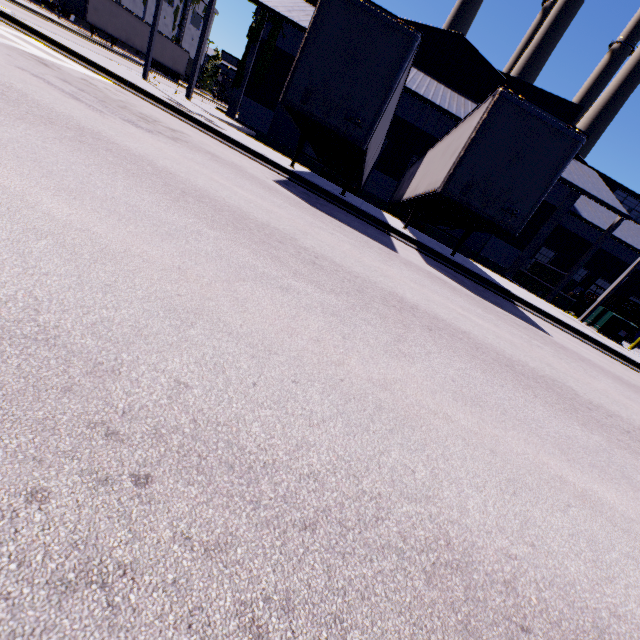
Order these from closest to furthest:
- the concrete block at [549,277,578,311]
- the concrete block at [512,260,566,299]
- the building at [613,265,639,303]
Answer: the concrete block at [549,277,578,311], the concrete block at [512,260,566,299], the building at [613,265,639,303]

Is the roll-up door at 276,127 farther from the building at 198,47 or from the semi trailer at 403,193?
the semi trailer at 403,193

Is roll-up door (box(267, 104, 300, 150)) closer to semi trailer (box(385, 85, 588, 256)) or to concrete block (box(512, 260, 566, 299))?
semi trailer (box(385, 85, 588, 256))

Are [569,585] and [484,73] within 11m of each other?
no

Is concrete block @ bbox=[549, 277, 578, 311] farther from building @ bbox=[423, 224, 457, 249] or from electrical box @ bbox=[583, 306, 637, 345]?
electrical box @ bbox=[583, 306, 637, 345]

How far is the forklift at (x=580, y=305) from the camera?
19.66m

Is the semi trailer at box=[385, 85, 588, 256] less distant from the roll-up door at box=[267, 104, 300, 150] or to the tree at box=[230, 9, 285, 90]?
the tree at box=[230, 9, 285, 90]

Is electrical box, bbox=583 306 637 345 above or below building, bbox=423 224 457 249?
above
